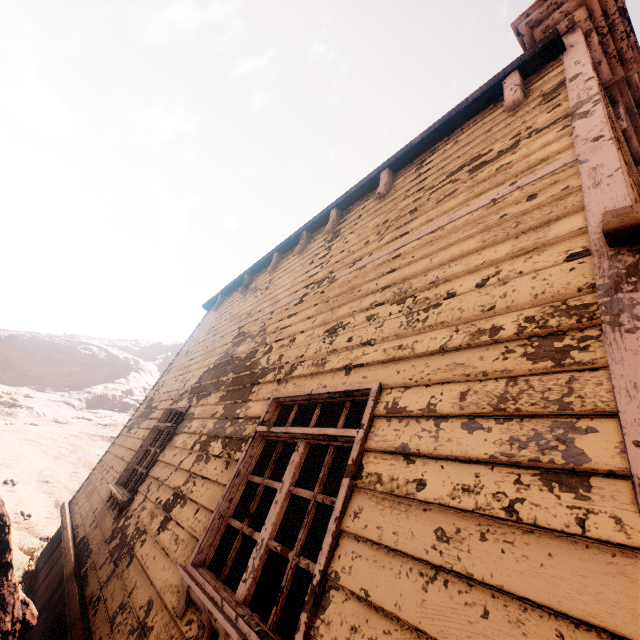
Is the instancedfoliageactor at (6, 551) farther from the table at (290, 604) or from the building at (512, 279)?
the table at (290, 604)

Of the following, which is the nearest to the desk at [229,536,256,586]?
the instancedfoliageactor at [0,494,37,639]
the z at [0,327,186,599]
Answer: the z at [0,327,186,599]

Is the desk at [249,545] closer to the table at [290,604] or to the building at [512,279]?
the building at [512,279]

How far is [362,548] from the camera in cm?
154

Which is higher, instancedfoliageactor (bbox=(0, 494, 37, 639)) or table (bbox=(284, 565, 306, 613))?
table (bbox=(284, 565, 306, 613))

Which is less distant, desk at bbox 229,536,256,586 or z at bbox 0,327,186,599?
desk at bbox 229,536,256,586

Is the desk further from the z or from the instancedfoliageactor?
the instancedfoliageactor

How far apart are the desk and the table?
0.9 meters
